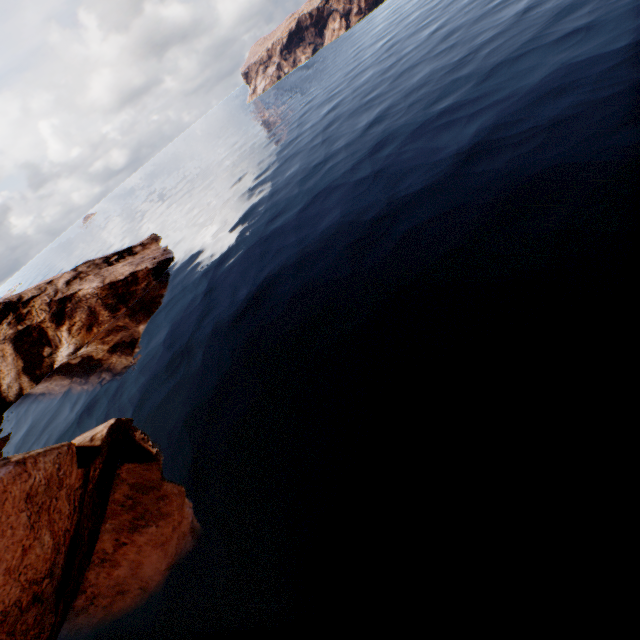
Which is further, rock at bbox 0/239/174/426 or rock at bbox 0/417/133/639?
rock at bbox 0/239/174/426

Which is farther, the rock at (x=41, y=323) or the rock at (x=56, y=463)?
the rock at (x=41, y=323)

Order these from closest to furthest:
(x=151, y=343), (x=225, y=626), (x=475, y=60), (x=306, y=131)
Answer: (x=225, y=626) → (x=151, y=343) → (x=475, y=60) → (x=306, y=131)
